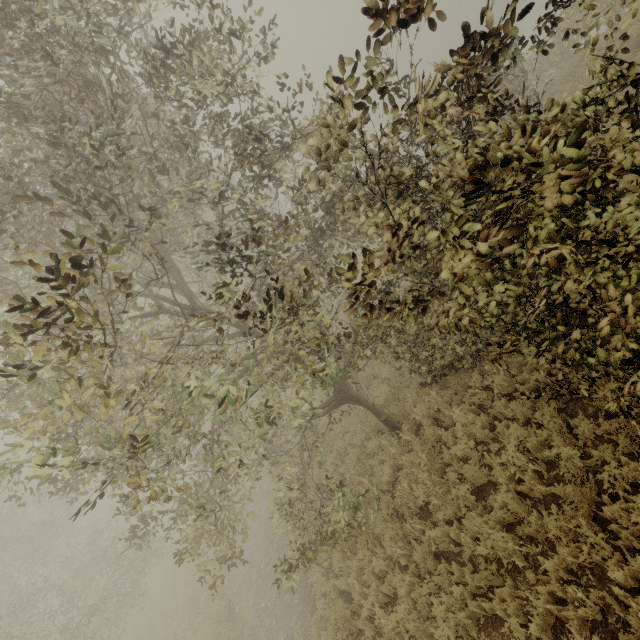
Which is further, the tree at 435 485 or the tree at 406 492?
the tree at 406 492

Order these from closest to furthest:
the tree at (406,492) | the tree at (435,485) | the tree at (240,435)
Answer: the tree at (240,435) → the tree at (435,485) → the tree at (406,492)

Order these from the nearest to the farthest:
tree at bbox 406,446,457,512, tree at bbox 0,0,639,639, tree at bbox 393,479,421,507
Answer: tree at bbox 0,0,639,639, tree at bbox 406,446,457,512, tree at bbox 393,479,421,507

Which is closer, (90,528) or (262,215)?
(262,215)

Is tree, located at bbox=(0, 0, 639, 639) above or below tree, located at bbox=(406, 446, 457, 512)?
above

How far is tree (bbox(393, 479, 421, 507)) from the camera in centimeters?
711cm
